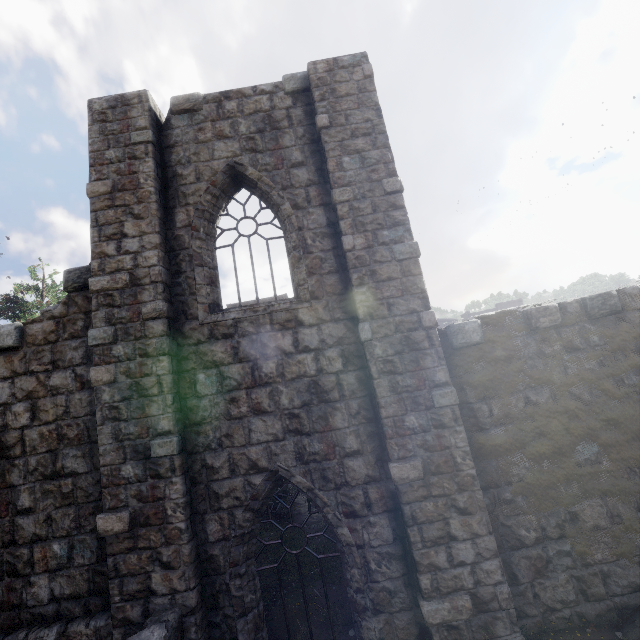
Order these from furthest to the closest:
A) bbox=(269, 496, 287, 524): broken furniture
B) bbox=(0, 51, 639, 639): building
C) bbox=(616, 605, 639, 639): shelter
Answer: bbox=(269, 496, 287, 524): broken furniture < bbox=(0, 51, 639, 639): building < bbox=(616, 605, 639, 639): shelter

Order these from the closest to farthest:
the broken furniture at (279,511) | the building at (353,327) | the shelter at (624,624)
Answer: the shelter at (624,624) < the building at (353,327) < the broken furniture at (279,511)

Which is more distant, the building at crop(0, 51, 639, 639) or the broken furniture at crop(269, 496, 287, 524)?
the broken furniture at crop(269, 496, 287, 524)

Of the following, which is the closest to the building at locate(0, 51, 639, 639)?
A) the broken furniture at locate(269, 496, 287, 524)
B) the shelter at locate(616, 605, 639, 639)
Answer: the shelter at locate(616, 605, 639, 639)

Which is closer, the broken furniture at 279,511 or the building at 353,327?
the building at 353,327

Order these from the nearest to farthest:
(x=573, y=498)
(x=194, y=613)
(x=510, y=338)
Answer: (x=194, y=613) → (x=573, y=498) → (x=510, y=338)

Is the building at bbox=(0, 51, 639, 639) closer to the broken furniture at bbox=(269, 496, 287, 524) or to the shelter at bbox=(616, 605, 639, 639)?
the shelter at bbox=(616, 605, 639, 639)
